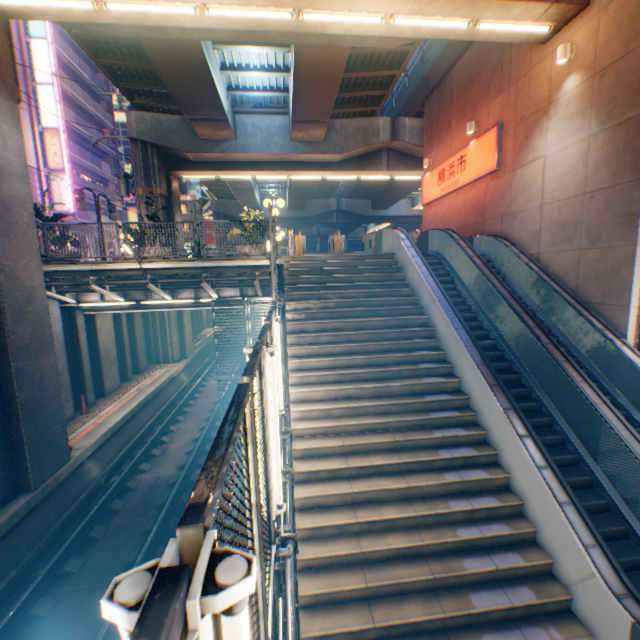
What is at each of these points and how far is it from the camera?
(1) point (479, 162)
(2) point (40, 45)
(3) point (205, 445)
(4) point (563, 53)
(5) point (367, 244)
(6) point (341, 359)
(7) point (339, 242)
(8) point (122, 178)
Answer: (1) sign, 13.20m
(2) sign, 26.62m
(3) railway, 12.84m
(4) street lamp, 8.93m
(5) ticket machine, 15.31m
(6) steps, 7.84m
(7) ticket machine, 14.39m
(8) electric pole, 23.09m

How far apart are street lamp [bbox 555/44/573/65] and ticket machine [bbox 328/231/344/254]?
8.48m

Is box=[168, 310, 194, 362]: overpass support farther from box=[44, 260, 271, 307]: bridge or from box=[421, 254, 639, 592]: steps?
box=[421, 254, 639, 592]: steps

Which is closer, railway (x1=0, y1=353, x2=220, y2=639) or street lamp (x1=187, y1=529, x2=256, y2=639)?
street lamp (x1=187, y1=529, x2=256, y2=639)

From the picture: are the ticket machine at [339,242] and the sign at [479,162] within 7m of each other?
yes

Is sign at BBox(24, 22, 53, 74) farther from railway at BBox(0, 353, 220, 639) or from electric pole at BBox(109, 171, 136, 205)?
railway at BBox(0, 353, 220, 639)

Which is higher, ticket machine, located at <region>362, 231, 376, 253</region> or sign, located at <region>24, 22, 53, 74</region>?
sign, located at <region>24, 22, 53, 74</region>

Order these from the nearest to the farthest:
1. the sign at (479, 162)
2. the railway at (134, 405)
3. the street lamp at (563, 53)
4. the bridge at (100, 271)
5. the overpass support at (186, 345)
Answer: the railway at (134, 405)
the street lamp at (563, 53)
the bridge at (100, 271)
the sign at (479, 162)
the overpass support at (186, 345)
